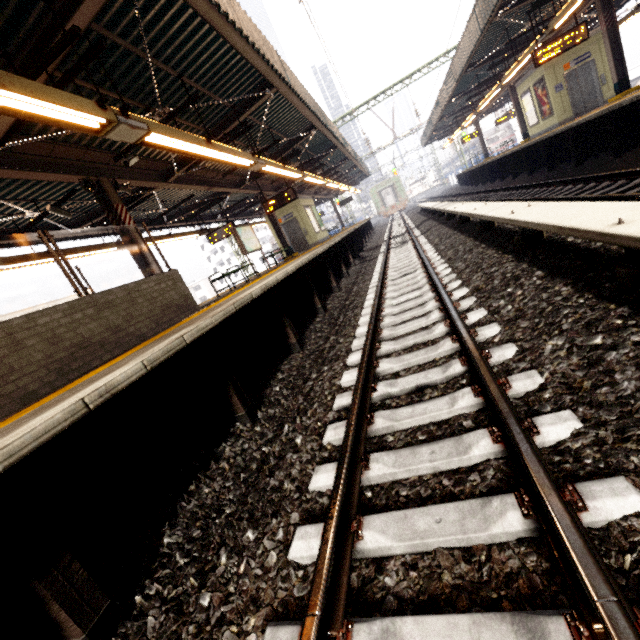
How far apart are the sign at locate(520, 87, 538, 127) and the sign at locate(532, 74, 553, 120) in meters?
0.3 m

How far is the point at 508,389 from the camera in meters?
2.3

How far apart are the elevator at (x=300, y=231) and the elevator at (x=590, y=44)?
12.59m

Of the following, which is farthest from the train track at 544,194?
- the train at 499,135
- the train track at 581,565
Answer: the train at 499,135

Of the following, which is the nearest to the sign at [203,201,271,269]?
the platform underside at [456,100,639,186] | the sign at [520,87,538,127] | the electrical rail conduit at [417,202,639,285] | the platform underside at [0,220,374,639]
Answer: the platform underside at [0,220,374,639]

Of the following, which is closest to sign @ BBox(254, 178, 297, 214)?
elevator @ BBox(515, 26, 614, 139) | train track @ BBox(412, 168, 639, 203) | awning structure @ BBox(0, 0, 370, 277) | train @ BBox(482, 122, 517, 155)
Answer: awning structure @ BBox(0, 0, 370, 277)

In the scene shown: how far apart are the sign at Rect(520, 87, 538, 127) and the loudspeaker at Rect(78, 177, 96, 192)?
19.8 meters

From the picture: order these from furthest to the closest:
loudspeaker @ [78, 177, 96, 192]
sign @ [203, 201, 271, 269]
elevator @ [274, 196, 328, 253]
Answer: elevator @ [274, 196, 328, 253] → sign @ [203, 201, 271, 269] → loudspeaker @ [78, 177, 96, 192]
